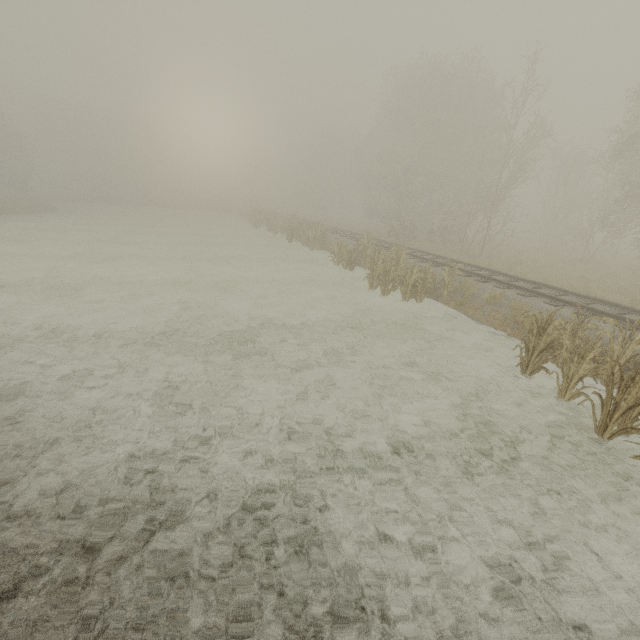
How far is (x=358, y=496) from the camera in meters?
4.1
